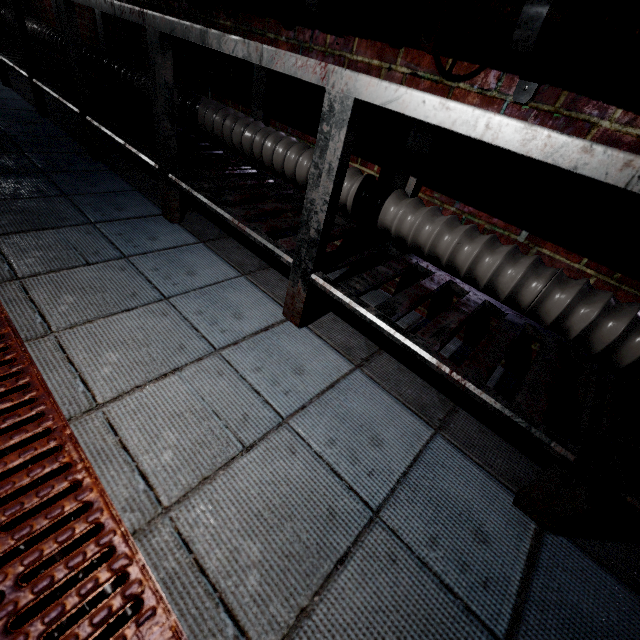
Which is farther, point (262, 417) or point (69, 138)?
point (69, 138)

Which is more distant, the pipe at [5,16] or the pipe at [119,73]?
the pipe at [5,16]

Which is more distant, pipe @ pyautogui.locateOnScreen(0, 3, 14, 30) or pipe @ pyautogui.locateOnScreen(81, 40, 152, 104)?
pipe @ pyautogui.locateOnScreen(0, 3, 14, 30)

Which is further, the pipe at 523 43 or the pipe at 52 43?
the pipe at 52 43

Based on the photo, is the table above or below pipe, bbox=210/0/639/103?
below

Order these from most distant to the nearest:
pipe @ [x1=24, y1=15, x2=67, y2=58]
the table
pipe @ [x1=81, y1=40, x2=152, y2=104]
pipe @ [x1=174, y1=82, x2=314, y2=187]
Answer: pipe @ [x1=24, y1=15, x2=67, y2=58] → pipe @ [x1=81, y1=40, x2=152, y2=104] → pipe @ [x1=174, y1=82, x2=314, y2=187] → the table

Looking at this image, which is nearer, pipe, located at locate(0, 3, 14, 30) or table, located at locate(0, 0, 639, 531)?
table, located at locate(0, 0, 639, 531)
